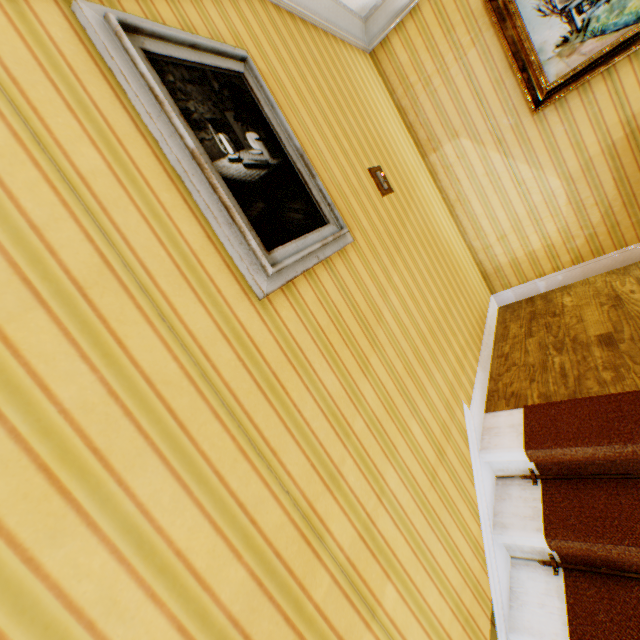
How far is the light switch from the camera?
2.2m

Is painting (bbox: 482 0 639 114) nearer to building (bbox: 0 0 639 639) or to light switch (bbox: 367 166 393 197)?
building (bbox: 0 0 639 639)

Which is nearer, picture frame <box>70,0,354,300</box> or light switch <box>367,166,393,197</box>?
picture frame <box>70,0,354,300</box>

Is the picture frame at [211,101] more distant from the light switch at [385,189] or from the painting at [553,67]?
the painting at [553,67]

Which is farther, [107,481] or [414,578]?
[414,578]

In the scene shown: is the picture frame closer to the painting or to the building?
the building

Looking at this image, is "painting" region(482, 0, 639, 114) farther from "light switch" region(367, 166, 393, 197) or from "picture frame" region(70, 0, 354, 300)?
"picture frame" region(70, 0, 354, 300)

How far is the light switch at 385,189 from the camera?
2.2m
